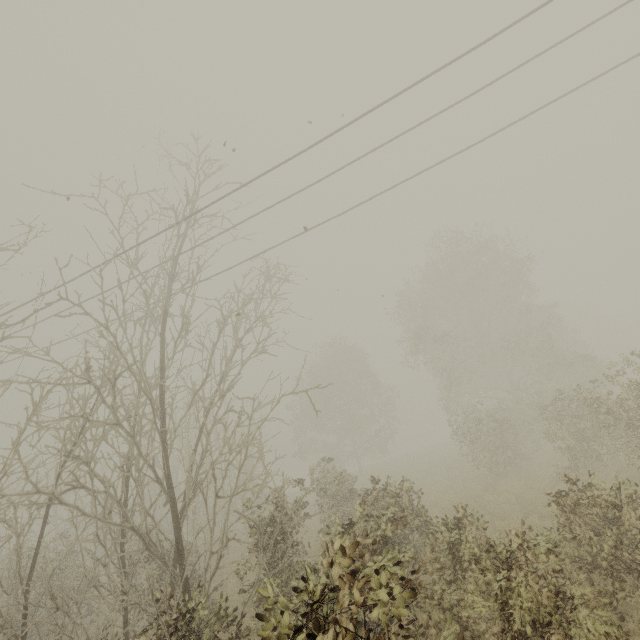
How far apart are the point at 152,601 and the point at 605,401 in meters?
14.4 m
